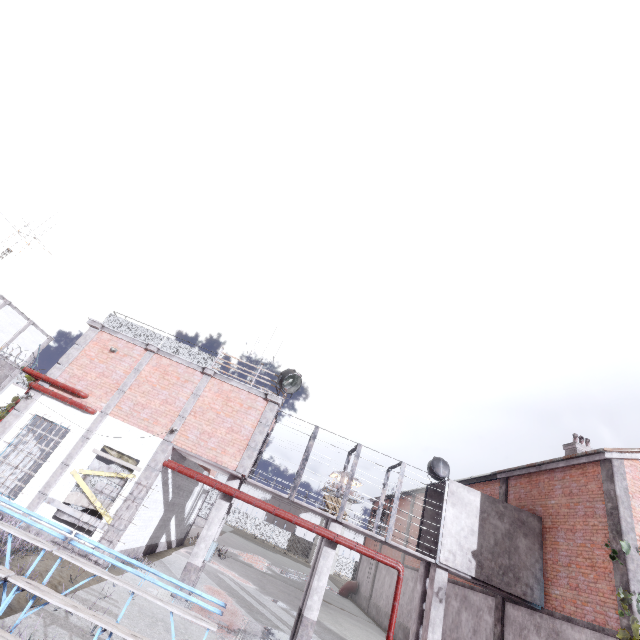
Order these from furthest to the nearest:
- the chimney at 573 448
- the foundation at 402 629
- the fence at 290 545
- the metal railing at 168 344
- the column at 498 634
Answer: the fence at 290 545
the foundation at 402 629
the chimney at 573 448
the metal railing at 168 344
the column at 498 634

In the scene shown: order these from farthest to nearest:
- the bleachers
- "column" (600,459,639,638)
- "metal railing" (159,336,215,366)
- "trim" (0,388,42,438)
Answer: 1. "metal railing" (159,336,215,366)
2. "trim" (0,388,42,438)
3. "column" (600,459,639,638)
4. the bleachers

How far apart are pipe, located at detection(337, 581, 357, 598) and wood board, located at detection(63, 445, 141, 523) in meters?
28.6

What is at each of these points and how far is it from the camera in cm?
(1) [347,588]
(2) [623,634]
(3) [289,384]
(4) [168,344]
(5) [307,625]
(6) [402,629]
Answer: (1) pipe, 3067
(2) plant, 891
(3) spotlight, 1462
(4) metal railing, 1472
(5) column, 1083
(6) foundation, 2036

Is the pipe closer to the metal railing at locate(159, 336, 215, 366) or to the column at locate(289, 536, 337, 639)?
the column at locate(289, 536, 337, 639)

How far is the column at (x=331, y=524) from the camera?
12.37m

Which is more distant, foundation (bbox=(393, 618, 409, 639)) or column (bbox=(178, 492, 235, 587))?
foundation (bbox=(393, 618, 409, 639))

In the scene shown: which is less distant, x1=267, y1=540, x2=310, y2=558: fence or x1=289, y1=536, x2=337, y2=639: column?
x1=289, y1=536, x2=337, y2=639: column
